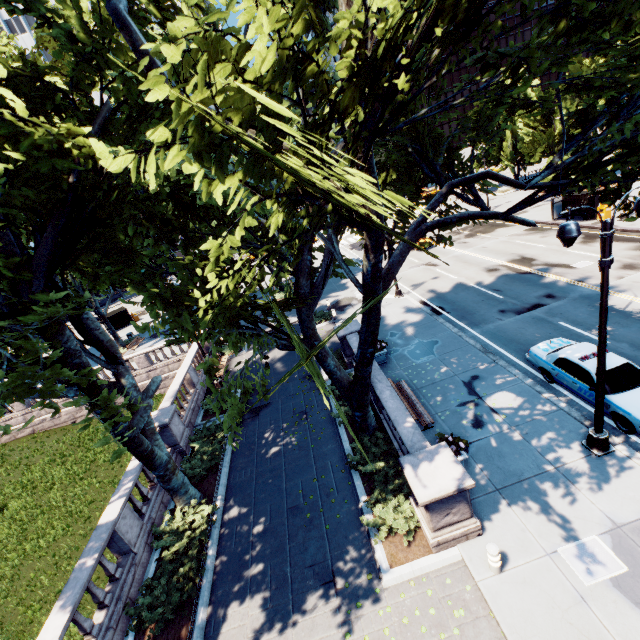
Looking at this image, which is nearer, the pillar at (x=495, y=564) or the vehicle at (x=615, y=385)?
the pillar at (x=495, y=564)

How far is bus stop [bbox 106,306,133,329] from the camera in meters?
42.8 m

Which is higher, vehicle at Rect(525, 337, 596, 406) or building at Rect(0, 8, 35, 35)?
building at Rect(0, 8, 35, 35)

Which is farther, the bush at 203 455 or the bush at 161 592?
the bush at 203 455

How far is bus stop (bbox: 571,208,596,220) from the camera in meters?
26.2

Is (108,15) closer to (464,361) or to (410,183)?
(410,183)

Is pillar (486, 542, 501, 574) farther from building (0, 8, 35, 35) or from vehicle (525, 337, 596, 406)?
building (0, 8, 35, 35)

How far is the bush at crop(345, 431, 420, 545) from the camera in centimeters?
931cm
